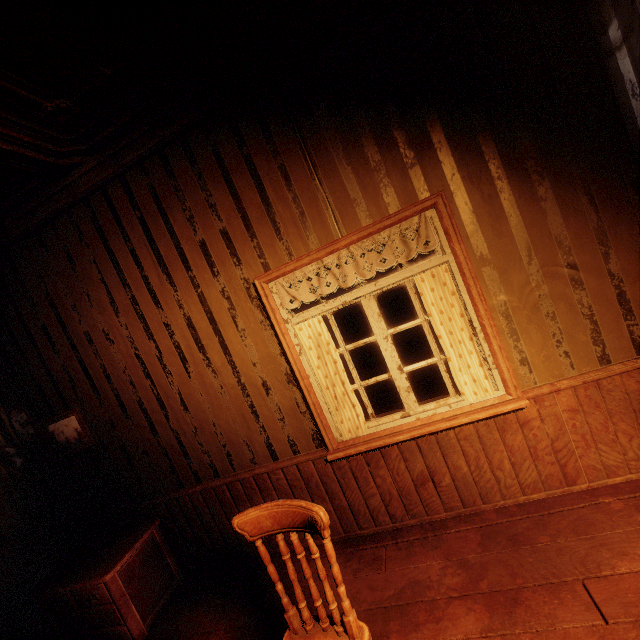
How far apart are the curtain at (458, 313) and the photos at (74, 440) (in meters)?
3.55

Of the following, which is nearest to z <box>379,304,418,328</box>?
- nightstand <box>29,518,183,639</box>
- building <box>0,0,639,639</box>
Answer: building <box>0,0,639,639</box>

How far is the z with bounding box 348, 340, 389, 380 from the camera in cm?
1055

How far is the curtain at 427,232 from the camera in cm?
232

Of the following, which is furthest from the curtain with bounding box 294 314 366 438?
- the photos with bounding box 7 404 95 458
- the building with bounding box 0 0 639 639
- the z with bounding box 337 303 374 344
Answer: the z with bounding box 337 303 374 344

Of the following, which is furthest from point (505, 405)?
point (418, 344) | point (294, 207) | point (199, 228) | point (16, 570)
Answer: point (418, 344)

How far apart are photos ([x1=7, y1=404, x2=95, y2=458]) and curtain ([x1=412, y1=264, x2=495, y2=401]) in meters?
3.5 m

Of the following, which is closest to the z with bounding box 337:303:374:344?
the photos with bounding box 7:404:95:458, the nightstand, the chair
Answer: the nightstand
